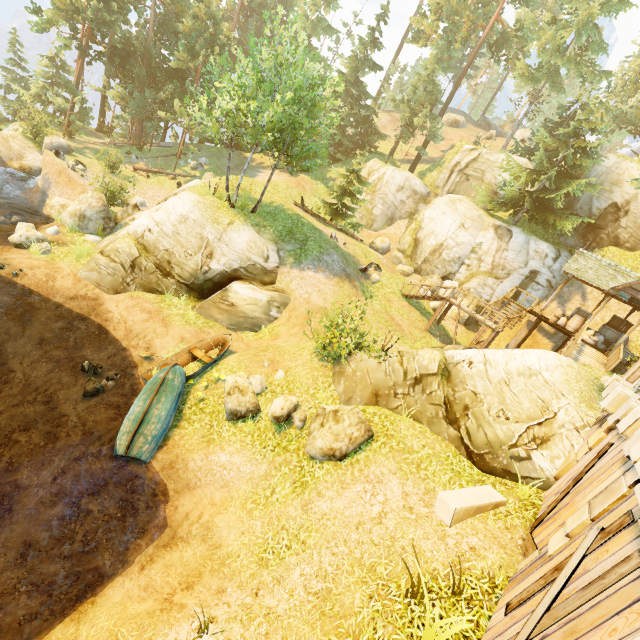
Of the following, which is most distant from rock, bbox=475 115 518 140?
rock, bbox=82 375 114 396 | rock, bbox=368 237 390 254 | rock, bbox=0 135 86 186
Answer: rock, bbox=82 375 114 396

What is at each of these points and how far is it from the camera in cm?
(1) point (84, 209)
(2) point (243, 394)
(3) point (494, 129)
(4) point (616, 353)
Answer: (1) rock, 1850
(2) rock, 1088
(3) rock, 5656
(4) rail, 1471

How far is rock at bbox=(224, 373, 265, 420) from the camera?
10.9 meters

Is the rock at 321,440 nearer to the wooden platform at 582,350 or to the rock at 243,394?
the rock at 243,394

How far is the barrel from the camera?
19.4 meters

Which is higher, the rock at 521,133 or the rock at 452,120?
the rock at 521,133

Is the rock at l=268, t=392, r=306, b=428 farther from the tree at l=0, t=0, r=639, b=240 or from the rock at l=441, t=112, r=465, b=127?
the rock at l=441, t=112, r=465, b=127

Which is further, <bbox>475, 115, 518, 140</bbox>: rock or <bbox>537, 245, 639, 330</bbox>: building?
<bbox>475, 115, 518, 140</bbox>: rock
